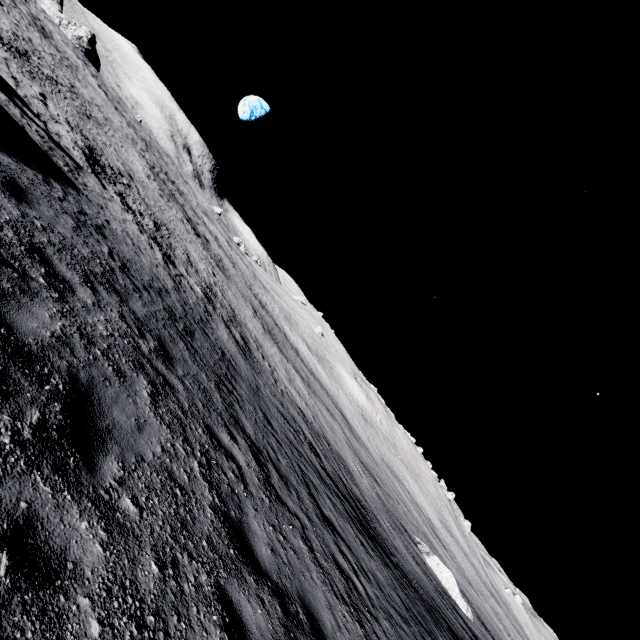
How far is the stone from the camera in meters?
25.6 m

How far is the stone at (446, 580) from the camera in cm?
2558

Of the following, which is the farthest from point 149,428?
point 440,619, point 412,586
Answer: point 440,619
